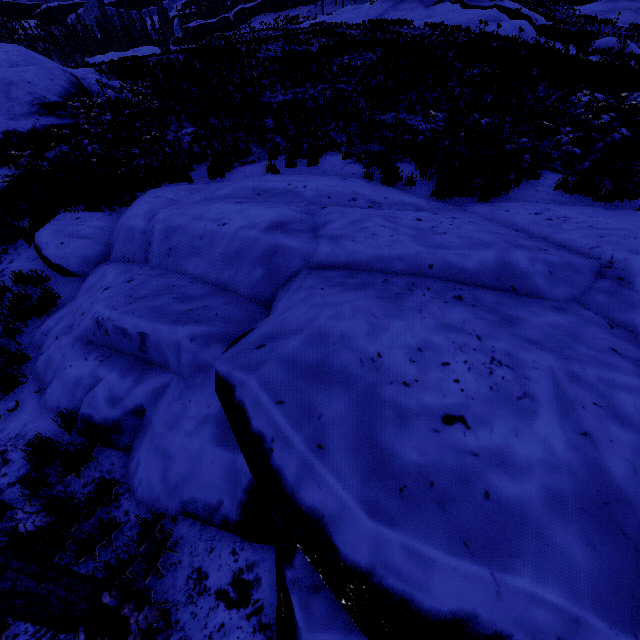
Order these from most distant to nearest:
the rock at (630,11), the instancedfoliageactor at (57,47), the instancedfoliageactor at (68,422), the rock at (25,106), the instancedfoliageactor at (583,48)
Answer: the instancedfoliageactor at (57,47) < the rock at (630,11) < the instancedfoliageactor at (583,48) < the rock at (25,106) < the instancedfoliageactor at (68,422)

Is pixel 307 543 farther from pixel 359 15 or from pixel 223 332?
pixel 359 15

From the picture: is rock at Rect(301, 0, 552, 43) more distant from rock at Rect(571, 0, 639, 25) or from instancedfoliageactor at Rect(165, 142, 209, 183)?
instancedfoliageactor at Rect(165, 142, 209, 183)

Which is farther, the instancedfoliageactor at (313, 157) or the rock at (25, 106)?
the rock at (25, 106)

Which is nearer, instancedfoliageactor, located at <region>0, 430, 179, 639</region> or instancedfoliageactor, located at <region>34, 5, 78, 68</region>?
instancedfoliageactor, located at <region>0, 430, 179, 639</region>

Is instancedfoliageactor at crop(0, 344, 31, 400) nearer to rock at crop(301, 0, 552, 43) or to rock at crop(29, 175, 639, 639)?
rock at crop(29, 175, 639, 639)

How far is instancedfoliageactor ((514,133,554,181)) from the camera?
7.2 meters
